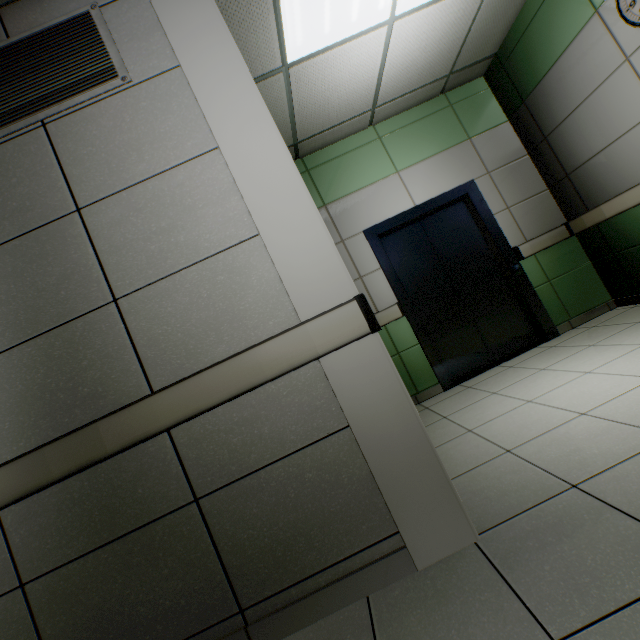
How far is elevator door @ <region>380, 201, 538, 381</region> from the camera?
3.84m

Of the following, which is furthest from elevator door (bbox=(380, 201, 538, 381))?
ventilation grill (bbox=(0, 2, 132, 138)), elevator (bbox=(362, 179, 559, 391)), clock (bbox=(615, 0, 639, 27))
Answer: ventilation grill (bbox=(0, 2, 132, 138))

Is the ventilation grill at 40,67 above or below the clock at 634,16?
above

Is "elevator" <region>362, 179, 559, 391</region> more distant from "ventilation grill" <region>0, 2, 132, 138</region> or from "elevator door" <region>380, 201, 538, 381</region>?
"ventilation grill" <region>0, 2, 132, 138</region>

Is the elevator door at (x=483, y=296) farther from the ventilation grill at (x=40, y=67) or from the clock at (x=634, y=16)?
the ventilation grill at (x=40, y=67)

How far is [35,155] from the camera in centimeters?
157cm

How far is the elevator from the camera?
3.7m
